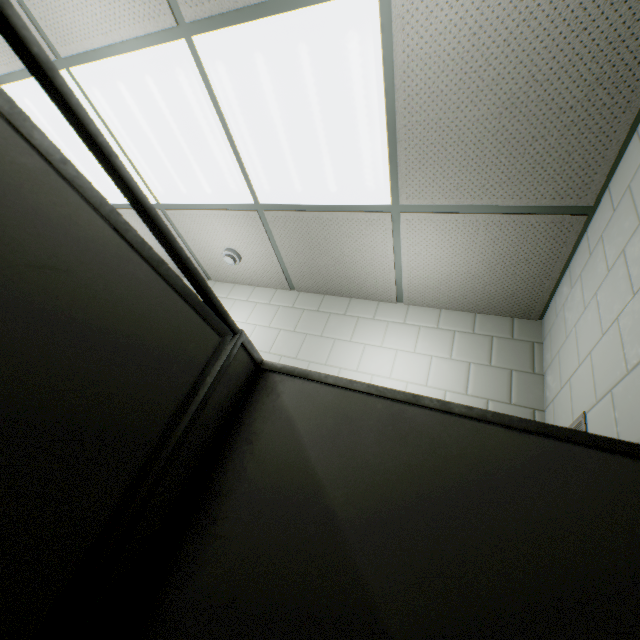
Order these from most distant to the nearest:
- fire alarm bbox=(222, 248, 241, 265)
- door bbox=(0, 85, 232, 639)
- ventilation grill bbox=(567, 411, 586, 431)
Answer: fire alarm bbox=(222, 248, 241, 265)
ventilation grill bbox=(567, 411, 586, 431)
door bbox=(0, 85, 232, 639)

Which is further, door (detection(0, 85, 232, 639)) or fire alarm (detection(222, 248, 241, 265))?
fire alarm (detection(222, 248, 241, 265))

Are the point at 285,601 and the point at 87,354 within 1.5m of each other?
yes

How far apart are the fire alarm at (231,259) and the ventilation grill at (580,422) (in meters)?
2.57

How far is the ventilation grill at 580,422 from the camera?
1.35m

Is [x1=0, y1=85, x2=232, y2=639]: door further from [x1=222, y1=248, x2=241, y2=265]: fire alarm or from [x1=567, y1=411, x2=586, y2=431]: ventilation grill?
[x1=222, y1=248, x2=241, y2=265]: fire alarm

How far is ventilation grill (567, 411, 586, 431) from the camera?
1.35m

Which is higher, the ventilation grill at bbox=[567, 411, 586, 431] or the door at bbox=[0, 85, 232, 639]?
the ventilation grill at bbox=[567, 411, 586, 431]
